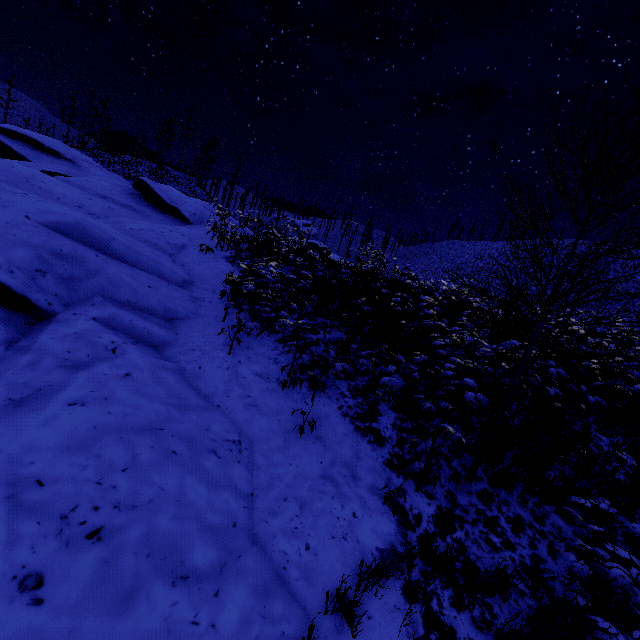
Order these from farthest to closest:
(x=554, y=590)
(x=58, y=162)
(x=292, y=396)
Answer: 1. (x=58, y=162)
2. (x=292, y=396)
3. (x=554, y=590)
